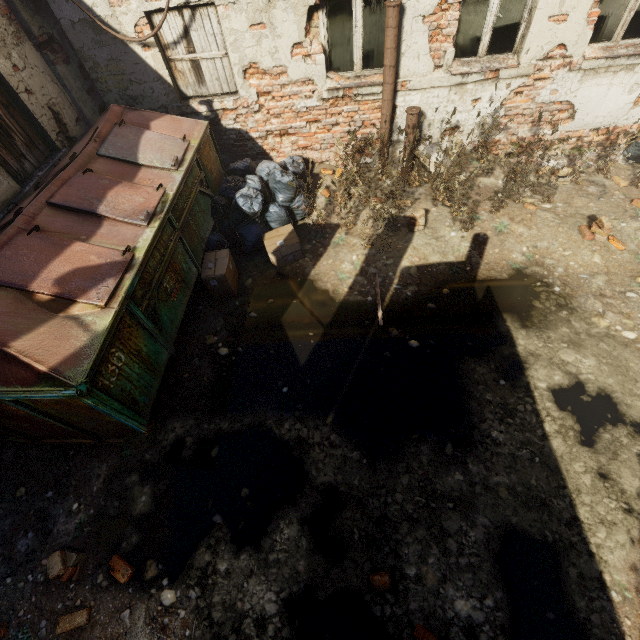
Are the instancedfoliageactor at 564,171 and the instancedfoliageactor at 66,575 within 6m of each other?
no

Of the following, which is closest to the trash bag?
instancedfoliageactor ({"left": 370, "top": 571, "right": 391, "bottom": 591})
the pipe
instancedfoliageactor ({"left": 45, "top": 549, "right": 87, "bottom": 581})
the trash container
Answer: the trash container

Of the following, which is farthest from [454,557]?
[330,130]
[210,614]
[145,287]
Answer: [330,130]

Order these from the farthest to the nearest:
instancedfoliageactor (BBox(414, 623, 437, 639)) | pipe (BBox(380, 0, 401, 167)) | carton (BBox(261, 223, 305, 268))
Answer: carton (BBox(261, 223, 305, 268)), pipe (BBox(380, 0, 401, 167)), instancedfoliageactor (BBox(414, 623, 437, 639))

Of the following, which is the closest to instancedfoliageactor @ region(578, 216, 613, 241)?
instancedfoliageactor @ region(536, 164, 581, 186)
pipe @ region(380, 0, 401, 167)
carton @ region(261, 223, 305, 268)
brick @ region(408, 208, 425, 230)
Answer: instancedfoliageactor @ region(536, 164, 581, 186)

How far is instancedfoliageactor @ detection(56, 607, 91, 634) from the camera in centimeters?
272cm

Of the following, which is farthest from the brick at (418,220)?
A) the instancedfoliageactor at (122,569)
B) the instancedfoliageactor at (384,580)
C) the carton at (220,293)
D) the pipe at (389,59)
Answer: the instancedfoliageactor at (122,569)

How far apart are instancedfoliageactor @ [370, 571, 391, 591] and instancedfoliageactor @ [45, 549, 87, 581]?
2.7 meters
